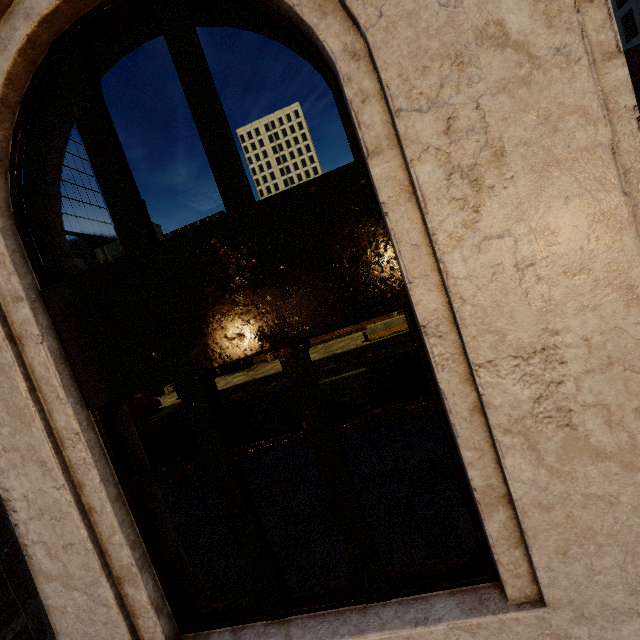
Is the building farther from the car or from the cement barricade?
the cement barricade

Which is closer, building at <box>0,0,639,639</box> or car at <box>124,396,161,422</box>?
building at <box>0,0,639,639</box>

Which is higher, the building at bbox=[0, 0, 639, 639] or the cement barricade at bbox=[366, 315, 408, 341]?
the building at bbox=[0, 0, 639, 639]

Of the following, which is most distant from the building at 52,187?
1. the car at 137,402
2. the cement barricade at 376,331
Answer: the cement barricade at 376,331

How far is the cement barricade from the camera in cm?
1759

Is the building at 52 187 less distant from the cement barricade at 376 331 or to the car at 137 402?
the car at 137 402

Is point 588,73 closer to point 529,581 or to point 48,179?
point 529,581

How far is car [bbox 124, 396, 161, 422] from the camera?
17.9m
